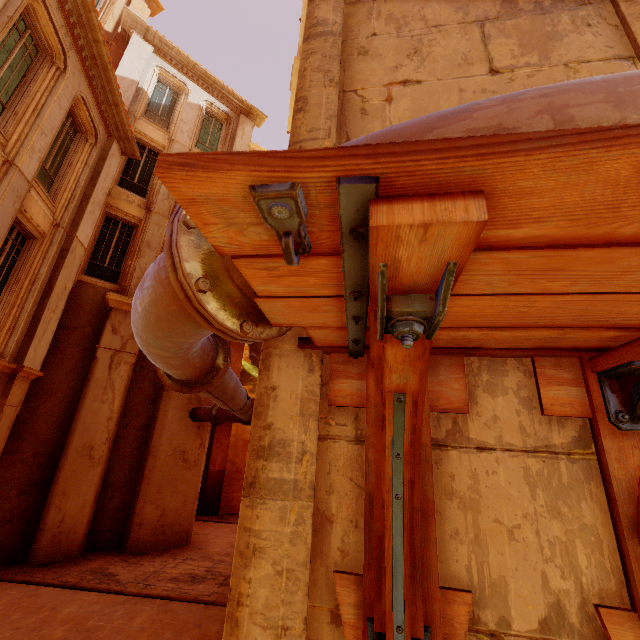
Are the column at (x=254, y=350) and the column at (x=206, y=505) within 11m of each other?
no

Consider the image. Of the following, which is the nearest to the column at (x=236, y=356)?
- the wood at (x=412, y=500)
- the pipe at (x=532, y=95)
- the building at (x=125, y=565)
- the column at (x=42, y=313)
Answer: the building at (x=125, y=565)

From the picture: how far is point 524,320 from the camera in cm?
121

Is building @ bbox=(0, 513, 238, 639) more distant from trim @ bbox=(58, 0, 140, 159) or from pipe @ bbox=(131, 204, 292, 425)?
trim @ bbox=(58, 0, 140, 159)

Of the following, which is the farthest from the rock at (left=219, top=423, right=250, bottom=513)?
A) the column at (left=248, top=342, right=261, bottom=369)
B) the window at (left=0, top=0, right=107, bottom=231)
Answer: the column at (left=248, top=342, right=261, bottom=369)

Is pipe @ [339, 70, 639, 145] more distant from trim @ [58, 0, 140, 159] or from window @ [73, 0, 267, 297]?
trim @ [58, 0, 140, 159]

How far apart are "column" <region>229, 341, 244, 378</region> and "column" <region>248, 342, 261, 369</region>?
14.0m

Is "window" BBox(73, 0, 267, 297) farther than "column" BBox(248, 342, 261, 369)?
Yes
